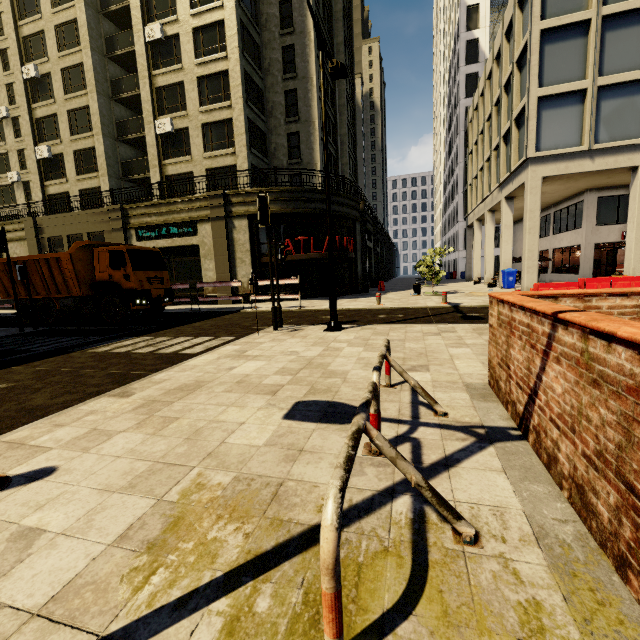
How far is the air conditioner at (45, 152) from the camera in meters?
26.0 m

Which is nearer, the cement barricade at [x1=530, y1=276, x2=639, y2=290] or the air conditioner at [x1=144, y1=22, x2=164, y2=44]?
the cement barricade at [x1=530, y1=276, x2=639, y2=290]

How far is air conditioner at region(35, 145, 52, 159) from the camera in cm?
2603

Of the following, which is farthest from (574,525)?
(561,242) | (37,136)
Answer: (37,136)

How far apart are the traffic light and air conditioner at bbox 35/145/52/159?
28.36m

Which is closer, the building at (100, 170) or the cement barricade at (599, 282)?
the cement barricade at (599, 282)

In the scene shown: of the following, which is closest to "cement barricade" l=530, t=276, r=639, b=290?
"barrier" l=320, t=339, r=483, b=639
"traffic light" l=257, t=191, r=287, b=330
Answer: "traffic light" l=257, t=191, r=287, b=330

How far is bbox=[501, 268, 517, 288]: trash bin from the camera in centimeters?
2091cm
